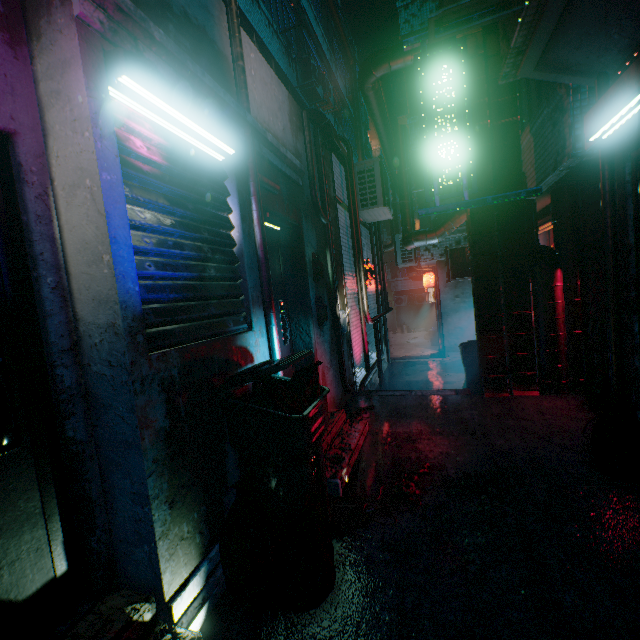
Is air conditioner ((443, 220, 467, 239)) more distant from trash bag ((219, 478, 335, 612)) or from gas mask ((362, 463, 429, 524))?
trash bag ((219, 478, 335, 612))

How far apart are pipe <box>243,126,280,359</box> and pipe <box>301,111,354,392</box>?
1.17m

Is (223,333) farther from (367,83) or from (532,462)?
(367,83)

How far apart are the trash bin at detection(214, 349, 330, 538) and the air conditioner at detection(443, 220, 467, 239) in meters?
7.0

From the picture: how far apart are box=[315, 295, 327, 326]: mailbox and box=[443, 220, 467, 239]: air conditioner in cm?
548

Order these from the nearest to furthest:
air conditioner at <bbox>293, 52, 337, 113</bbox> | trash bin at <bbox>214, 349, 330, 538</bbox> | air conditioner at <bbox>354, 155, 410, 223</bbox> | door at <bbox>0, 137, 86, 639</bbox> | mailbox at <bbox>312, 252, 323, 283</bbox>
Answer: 1. door at <bbox>0, 137, 86, 639</bbox>
2. trash bin at <bbox>214, 349, 330, 538</bbox>
3. mailbox at <bbox>312, 252, 323, 283</bbox>
4. air conditioner at <bbox>354, 155, 410, 223</bbox>
5. air conditioner at <bbox>293, 52, 337, 113</bbox>

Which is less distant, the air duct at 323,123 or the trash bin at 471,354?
the air duct at 323,123

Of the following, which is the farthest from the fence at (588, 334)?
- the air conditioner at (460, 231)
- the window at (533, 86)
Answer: the air conditioner at (460, 231)
